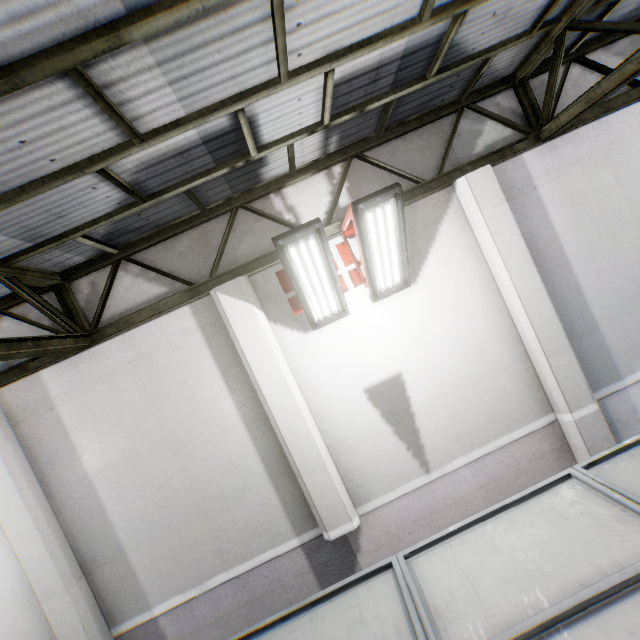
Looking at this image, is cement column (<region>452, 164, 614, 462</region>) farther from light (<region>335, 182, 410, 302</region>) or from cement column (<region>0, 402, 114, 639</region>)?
cement column (<region>0, 402, 114, 639</region>)

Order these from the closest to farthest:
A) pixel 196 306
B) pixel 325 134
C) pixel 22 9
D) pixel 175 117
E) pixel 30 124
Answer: pixel 22 9, pixel 30 124, pixel 175 117, pixel 325 134, pixel 196 306

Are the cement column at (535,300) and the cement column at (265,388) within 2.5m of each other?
no

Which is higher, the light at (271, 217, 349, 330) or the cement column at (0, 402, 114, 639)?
the light at (271, 217, 349, 330)

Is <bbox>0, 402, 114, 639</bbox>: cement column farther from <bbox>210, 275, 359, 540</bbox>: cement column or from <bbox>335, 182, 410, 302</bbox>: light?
<bbox>335, 182, 410, 302</bbox>: light

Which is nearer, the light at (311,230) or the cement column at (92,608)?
the light at (311,230)

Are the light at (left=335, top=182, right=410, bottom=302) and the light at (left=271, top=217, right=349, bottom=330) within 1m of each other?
yes

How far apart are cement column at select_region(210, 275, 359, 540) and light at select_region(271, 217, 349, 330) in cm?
38
